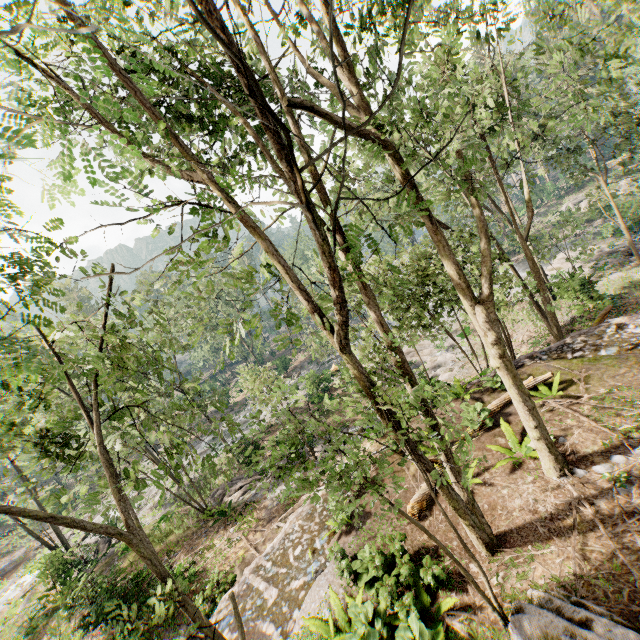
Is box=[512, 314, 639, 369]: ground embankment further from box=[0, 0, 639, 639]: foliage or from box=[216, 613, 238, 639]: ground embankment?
box=[216, 613, 238, 639]: ground embankment

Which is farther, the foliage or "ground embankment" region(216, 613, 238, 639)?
"ground embankment" region(216, 613, 238, 639)

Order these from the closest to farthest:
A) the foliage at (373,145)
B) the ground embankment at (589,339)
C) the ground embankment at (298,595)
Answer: the foliage at (373,145) < the ground embankment at (298,595) < the ground embankment at (589,339)

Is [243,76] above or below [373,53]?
below

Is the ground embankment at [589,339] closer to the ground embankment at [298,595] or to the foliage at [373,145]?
the foliage at [373,145]

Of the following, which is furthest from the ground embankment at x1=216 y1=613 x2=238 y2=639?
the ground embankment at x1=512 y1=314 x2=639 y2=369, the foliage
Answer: the ground embankment at x1=512 y1=314 x2=639 y2=369
